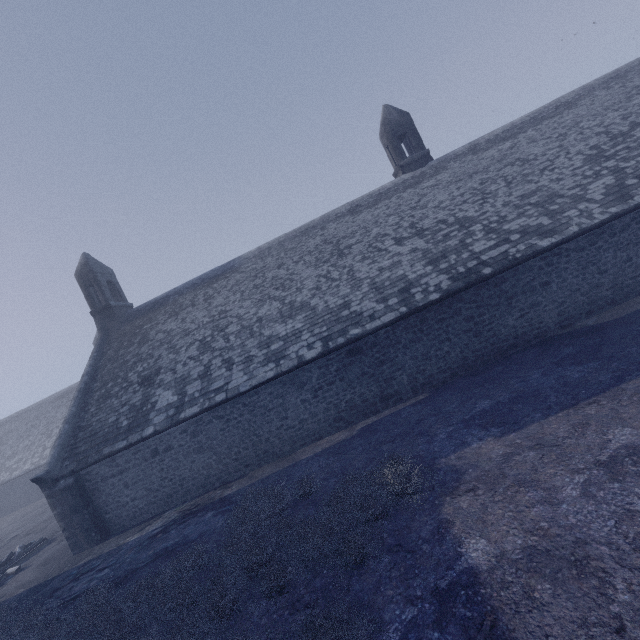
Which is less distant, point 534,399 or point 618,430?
point 618,430
